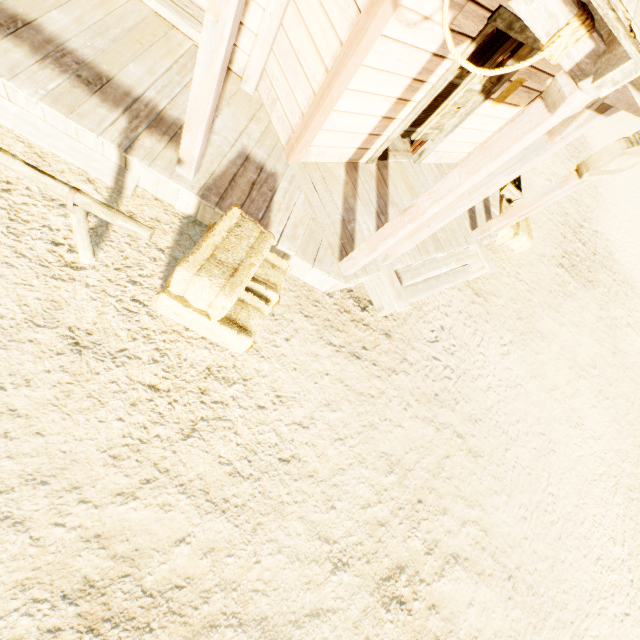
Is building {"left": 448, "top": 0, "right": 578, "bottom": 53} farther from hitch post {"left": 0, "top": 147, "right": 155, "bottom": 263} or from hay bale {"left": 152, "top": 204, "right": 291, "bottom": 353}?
hitch post {"left": 0, "top": 147, "right": 155, "bottom": 263}

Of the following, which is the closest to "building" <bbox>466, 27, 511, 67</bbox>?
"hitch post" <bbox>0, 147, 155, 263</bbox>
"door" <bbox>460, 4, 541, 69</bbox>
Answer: "door" <bbox>460, 4, 541, 69</bbox>

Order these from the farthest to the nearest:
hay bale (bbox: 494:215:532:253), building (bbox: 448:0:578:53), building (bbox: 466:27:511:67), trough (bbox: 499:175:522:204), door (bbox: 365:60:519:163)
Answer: trough (bbox: 499:175:522:204)
hay bale (bbox: 494:215:532:253)
building (bbox: 466:27:511:67)
door (bbox: 365:60:519:163)
building (bbox: 448:0:578:53)

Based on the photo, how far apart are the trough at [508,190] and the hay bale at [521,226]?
0.2 meters

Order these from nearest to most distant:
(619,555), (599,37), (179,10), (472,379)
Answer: (599,37)
(179,10)
(472,379)
(619,555)

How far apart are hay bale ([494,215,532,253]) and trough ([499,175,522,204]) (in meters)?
0.22

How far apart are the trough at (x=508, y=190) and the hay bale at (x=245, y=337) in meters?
6.6

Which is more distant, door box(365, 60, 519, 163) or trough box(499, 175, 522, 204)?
trough box(499, 175, 522, 204)
